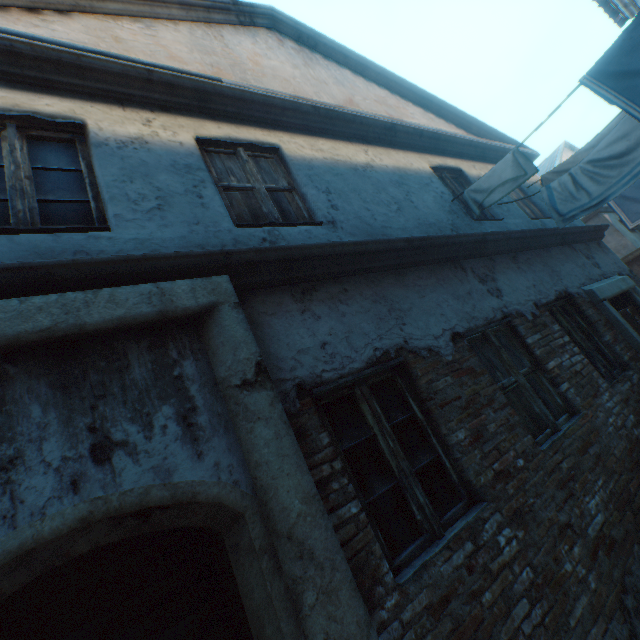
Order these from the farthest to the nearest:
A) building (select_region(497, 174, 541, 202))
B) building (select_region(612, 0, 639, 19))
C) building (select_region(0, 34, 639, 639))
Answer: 1. building (select_region(612, 0, 639, 19))
2. building (select_region(497, 174, 541, 202))
3. building (select_region(0, 34, 639, 639))

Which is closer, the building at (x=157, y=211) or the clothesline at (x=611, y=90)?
the building at (x=157, y=211)

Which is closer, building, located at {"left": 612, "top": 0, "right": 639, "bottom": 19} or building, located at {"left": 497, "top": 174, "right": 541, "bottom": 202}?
building, located at {"left": 497, "top": 174, "right": 541, "bottom": 202}

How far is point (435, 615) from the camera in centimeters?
192cm

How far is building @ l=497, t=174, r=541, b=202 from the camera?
6.38m

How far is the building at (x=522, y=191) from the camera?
6.4m

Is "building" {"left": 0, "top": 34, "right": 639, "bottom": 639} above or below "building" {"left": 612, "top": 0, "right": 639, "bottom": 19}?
below

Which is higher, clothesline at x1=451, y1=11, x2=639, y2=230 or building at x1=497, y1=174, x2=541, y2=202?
building at x1=497, y1=174, x2=541, y2=202
